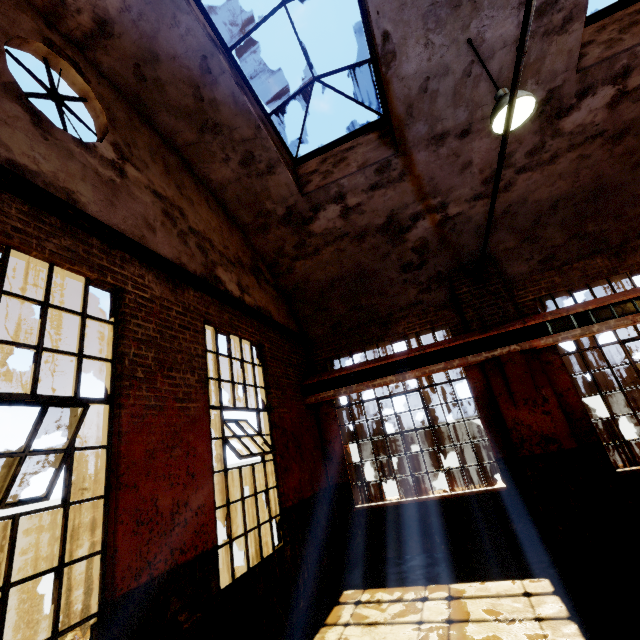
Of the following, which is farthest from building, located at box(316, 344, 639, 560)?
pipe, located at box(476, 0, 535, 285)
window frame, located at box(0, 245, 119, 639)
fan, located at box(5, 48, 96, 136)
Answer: window frame, located at box(0, 245, 119, 639)

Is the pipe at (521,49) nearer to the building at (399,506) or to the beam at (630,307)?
the building at (399,506)

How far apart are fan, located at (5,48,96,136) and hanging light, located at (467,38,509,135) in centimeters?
520cm

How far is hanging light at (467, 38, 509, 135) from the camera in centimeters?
405cm

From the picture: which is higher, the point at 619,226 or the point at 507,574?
the point at 619,226

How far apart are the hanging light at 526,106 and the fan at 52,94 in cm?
520

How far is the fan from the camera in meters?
3.5 m

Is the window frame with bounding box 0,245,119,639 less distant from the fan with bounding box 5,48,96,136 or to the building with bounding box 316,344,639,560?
the fan with bounding box 5,48,96,136
